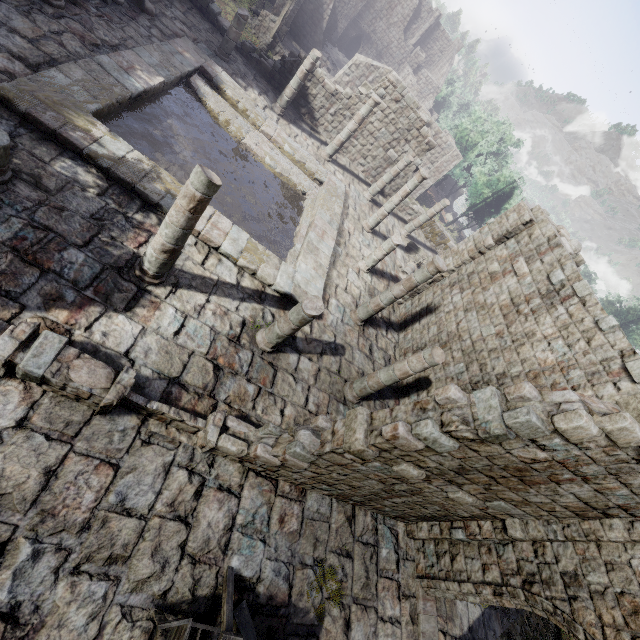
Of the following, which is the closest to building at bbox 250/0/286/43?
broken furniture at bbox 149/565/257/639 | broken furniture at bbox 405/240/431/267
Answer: broken furniture at bbox 149/565/257/639

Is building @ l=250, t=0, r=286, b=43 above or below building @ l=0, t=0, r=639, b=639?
below

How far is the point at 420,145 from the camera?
19.73m

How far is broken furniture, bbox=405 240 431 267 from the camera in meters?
19.8 m

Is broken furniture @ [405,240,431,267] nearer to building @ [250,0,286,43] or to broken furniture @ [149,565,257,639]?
building @ [250,0,286,43]

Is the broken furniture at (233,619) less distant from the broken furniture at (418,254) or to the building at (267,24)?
the building at (267,24)

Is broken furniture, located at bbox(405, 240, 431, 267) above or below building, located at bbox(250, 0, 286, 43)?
above

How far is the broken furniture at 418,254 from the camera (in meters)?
19.81
